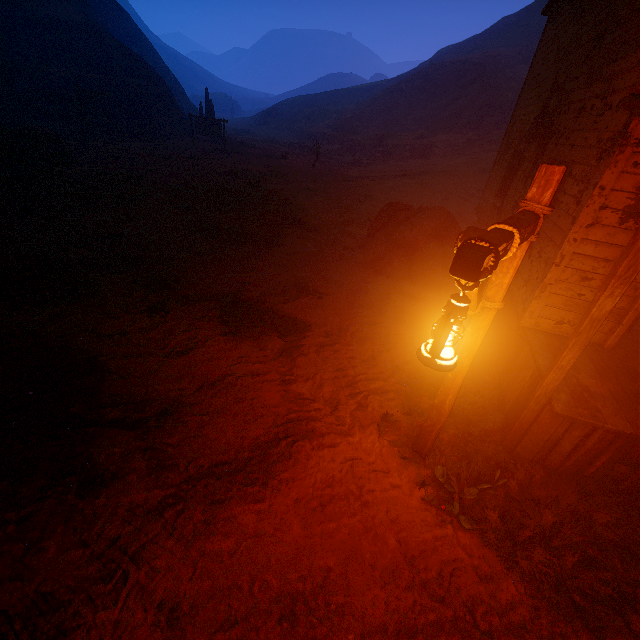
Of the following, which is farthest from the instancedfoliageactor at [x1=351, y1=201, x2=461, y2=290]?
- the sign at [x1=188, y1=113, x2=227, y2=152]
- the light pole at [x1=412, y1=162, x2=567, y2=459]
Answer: the sign at [x1=188, y1=113, x2=227, y2=152]

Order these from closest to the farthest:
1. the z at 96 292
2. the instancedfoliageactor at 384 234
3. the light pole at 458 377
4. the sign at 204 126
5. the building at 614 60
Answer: the light pole at 458 377
the z at 96 292
the building at 614 60
the instancedfoliageactor at 384 234
the sign at 204 126

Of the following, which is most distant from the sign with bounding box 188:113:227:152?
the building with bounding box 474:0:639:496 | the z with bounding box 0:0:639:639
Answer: the building with bounding box 474:0:639:496

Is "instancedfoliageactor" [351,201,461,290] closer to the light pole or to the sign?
the light pole

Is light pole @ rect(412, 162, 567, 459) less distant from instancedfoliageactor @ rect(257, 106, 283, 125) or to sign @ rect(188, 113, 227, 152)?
sign @ rect(188, 113, 227, 152)

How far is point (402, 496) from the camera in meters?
3.6 m

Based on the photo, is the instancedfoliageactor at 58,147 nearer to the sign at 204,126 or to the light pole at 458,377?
the sign at 204,126

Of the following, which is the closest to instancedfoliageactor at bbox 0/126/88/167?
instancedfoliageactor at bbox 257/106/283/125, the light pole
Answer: the light pole
